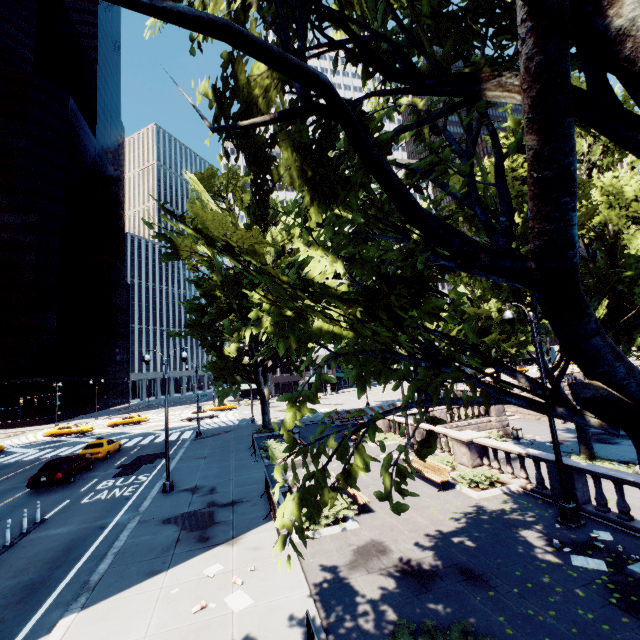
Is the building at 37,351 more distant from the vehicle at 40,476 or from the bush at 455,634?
the bush at 455,634

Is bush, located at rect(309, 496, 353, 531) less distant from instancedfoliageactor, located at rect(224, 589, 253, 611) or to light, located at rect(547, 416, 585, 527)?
instancedfoliageactor, located at rect(224, 589, 253, 611)

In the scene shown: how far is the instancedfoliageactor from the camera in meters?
7.8 m

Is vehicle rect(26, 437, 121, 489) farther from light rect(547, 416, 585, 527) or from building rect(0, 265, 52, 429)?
building rect(0, 265, 52, 429)

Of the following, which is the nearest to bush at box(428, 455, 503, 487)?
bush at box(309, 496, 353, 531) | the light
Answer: the light

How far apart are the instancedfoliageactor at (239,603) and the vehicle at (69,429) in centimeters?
4443cm

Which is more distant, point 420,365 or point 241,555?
point 241,555

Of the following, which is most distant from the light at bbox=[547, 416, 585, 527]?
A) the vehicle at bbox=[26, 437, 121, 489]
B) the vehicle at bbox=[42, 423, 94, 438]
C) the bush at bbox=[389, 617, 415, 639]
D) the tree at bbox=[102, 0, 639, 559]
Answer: the vehicle at bbox=[42, 423, 94, 438]
